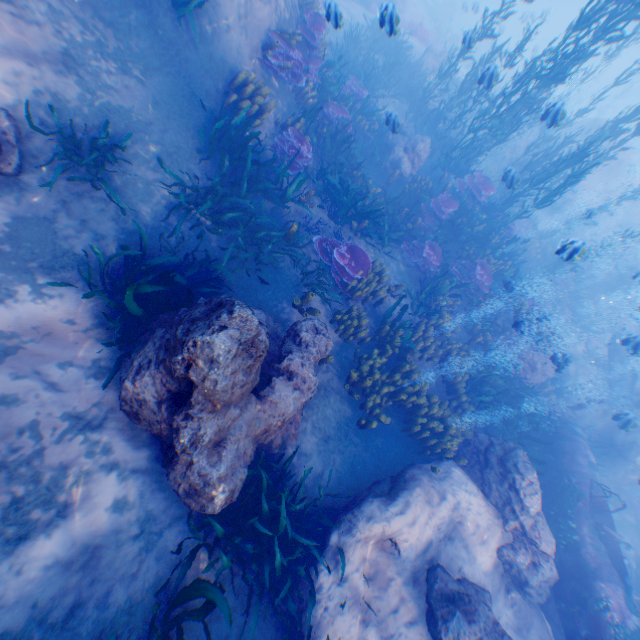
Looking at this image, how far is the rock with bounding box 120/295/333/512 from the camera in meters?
3.7 m

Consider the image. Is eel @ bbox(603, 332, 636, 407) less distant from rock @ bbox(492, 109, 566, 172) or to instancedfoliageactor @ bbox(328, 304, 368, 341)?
rock @ bbox(492, 109, 566, 172)

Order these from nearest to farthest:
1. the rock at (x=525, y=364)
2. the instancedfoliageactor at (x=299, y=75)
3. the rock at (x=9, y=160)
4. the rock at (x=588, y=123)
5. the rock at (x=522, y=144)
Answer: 1. the rock at (x=9, y=160)
2. the instancedfoliageactor at (x=299, y=75)
3. the rock at (x=522, y=144)
4. the rock at (x=525, y=364)
5. the rock at (x=588, y=123)

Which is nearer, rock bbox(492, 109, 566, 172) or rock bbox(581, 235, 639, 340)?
rock bbox(492, 109, 566, 172)

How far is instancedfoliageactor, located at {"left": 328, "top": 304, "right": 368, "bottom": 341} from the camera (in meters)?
7.33

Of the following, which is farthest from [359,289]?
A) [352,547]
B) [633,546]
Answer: [633,546]

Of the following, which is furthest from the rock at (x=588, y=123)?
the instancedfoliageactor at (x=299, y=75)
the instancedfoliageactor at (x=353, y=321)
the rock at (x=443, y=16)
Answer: the rock at (x=443, y=16)
